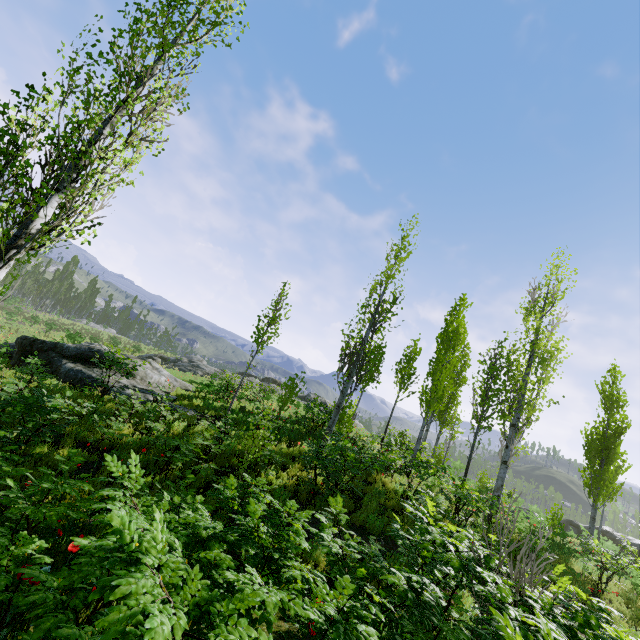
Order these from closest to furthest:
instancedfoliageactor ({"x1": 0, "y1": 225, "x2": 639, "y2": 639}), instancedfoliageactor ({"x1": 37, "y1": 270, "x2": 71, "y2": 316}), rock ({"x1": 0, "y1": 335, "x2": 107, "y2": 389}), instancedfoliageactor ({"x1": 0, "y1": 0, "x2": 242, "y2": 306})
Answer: instancedfoliageactor ({"x1": 0, "y1": 225, "x2": 639, "y2": 639}), instancedfoliageactor ({"x1": 0, "y1": 0, "x2": 242, "y2": 306}), rock ({"x1": 0, "y1": 335, "x2": 107, "y2": 389}), instancedfoliageactor ({"x1": 37, "y1": 270, "x2": 71, "y2": 316})

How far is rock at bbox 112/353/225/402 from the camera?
13.53m

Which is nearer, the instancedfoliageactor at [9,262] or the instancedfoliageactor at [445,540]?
the instancedfoliageactor at [445,540]

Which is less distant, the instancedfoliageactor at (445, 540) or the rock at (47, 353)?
the instancedfoliageactor at (445, 540)

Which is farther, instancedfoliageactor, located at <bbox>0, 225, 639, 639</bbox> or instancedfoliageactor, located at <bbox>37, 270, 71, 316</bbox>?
instancedfoliageactor, located at <bbox>37, 270, 71, 316</bbox>

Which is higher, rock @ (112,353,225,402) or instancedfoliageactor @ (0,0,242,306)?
instancedfoliageactor @ (0,0,242,306)

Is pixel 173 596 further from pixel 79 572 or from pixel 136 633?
pixel 79 572
